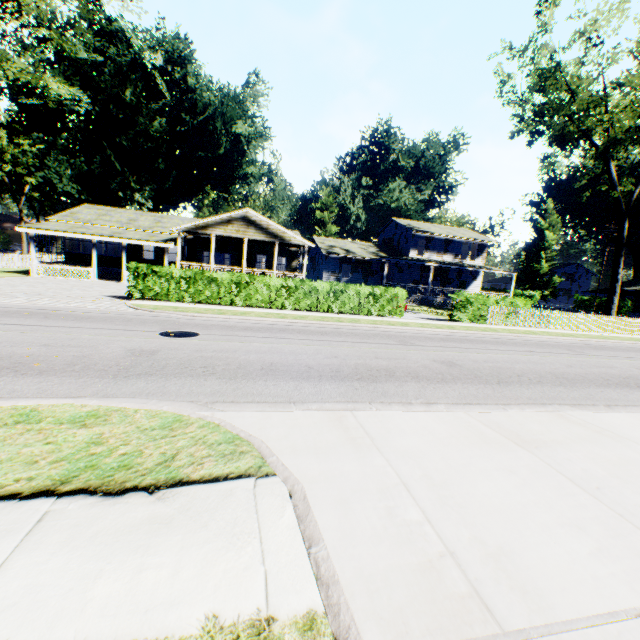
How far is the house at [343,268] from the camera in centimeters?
3366cm

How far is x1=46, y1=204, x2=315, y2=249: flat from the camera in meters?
25.2 m

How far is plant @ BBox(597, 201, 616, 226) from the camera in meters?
57.3

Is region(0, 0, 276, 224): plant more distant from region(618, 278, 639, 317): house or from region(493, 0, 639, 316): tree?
region(493, 0, 639, 316): tree

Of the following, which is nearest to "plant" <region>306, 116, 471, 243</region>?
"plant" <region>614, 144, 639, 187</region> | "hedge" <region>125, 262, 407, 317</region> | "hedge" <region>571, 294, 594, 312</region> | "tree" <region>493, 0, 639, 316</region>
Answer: "plant" <region>614, 144, 639, 187</region>

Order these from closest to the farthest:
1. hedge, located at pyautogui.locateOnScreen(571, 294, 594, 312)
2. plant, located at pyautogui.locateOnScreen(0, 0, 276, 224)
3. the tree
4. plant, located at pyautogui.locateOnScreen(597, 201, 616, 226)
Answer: the tree → plant, located at pyautogui.locateOnScreen(0, 0, 276, 224) → hedge, located at pyautogui.locateOnScreen(571, 294, 594, 312) → plant, located at pyautogui.locateOnScreen(597, 201, 616, 226)

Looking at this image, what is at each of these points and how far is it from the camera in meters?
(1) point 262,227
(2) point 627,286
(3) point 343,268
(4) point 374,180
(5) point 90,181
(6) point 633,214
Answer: (1) flat, 26.0 m
(2) house, 50.2 m
(3) house, 36.1 m
(4) plant, 55.9 m
(5) plant, 45.4 m
(6) plant, 54.5 m

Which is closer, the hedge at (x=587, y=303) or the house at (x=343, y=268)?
the house at (x=343, y=268)
